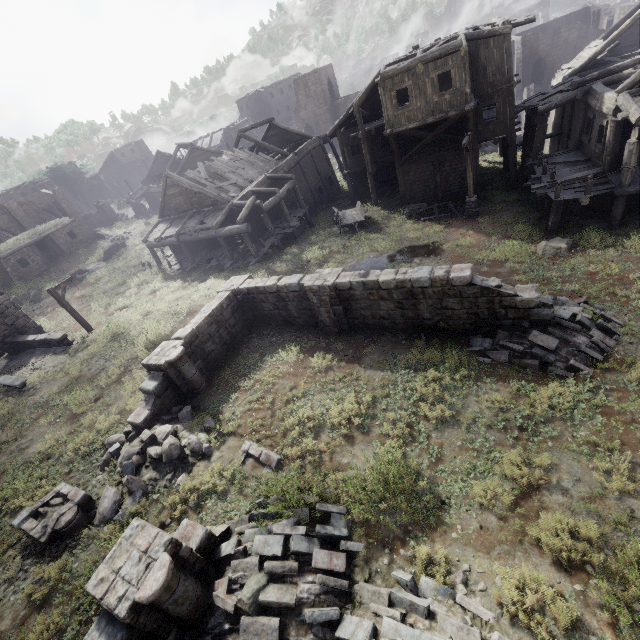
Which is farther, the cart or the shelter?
the shelter

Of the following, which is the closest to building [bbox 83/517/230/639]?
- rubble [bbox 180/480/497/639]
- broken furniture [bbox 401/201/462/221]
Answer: rubble [bbox 180/480/497/639]

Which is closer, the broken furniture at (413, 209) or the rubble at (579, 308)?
the rubble at (579, 308)

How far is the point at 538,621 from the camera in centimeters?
505cm

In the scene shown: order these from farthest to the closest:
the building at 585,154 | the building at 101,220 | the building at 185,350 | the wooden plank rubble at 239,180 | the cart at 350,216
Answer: the building at 101,220 < the wooden plank rubble at 239,180 < the cart at 350,216 < the building at 585,154 < the building at 185,350

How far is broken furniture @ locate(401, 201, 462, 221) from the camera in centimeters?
2092cm

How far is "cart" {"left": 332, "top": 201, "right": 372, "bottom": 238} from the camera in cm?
2244

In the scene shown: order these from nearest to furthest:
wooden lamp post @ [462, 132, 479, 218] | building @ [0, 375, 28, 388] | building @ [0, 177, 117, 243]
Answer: building @ [0, 375, 28, 388] < wooden lamp post @ [462, 132, 479, 218] < building @ [0, 177, 117, 243]
